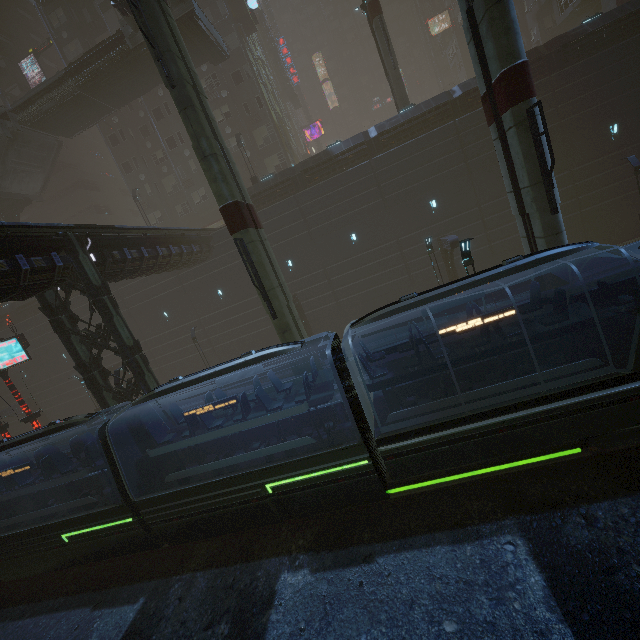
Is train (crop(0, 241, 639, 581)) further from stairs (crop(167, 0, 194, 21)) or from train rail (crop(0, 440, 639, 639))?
stairs (crop(167, 0, 194, 21))

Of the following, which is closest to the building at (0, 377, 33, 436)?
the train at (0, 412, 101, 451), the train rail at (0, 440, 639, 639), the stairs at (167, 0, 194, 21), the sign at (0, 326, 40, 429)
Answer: the train rail at (0, 440, 639, 639)

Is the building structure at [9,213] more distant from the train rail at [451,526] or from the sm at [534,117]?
the train rail at [451,526]

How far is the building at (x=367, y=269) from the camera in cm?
2228

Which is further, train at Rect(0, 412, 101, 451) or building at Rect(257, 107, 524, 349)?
building at Rect(257, 107, 524, 349)

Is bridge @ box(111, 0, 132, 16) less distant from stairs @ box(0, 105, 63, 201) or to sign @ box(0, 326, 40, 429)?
stairs @ box(0, 105, 63, 201)

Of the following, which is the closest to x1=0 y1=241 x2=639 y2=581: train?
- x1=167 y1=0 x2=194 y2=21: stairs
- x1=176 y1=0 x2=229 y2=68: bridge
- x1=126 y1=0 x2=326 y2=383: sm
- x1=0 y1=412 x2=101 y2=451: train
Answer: x1=0 y1=412 x2=101 y2=451: train

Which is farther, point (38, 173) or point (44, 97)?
point (38, 173)
